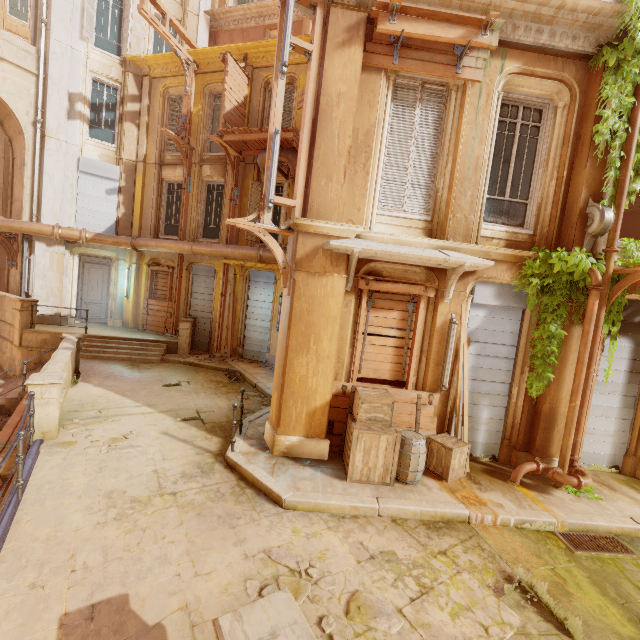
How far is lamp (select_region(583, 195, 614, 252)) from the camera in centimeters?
591cm

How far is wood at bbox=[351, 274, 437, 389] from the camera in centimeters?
639cm

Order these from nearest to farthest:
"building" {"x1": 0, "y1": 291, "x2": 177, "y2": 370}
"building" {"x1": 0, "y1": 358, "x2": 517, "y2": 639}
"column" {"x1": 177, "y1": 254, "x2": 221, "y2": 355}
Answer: "building" {"x1": 0, "y1": 358, "x2": 517, "y2": 639} → "building" {"x1": 0, "y1": 291, "x2": 177, "y2": 370} → "column" {"x1": 177, "y1": 254, "x2": 221, "y2": 355}

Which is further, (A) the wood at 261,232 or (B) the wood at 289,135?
(B) the wood at 289,135

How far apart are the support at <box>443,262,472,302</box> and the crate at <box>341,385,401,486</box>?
2.1 meters

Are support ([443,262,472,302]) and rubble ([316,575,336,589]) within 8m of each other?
yes

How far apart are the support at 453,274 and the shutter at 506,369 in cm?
53

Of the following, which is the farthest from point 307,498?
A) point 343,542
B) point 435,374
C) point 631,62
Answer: point 631,62
